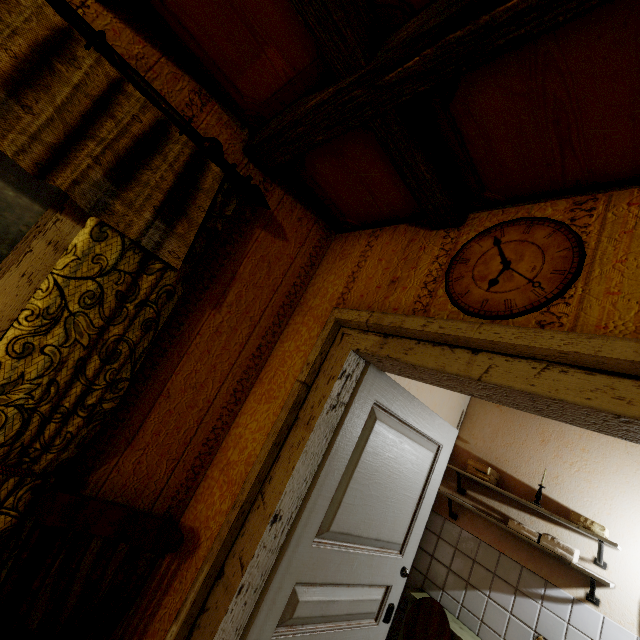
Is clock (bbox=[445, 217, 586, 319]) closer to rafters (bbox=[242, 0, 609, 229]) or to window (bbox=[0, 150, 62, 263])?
rafters (bbox=[242, 0, 609, 229])

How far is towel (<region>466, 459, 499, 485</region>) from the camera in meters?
2.9

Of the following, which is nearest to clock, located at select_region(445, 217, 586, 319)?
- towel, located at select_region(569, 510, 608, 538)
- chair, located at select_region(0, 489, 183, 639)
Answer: chair, located at select_region(0, 489, 183, 639)

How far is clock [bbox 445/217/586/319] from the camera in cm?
105

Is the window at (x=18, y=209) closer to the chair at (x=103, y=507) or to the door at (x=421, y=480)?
the chair at (x=103, y=507)

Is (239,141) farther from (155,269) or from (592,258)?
(592,258)

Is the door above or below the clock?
below

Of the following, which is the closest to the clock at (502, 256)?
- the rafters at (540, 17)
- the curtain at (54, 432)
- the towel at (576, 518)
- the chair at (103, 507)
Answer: the rafters at (540, 17)
